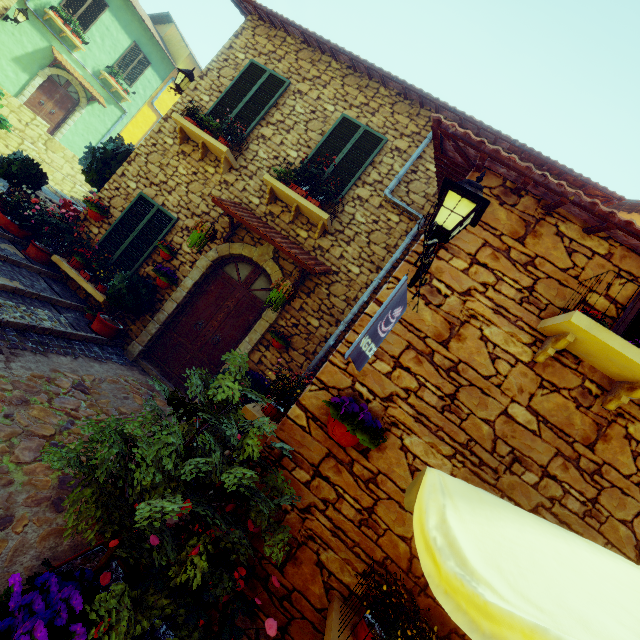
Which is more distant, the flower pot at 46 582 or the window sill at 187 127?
the window sill at 187 127

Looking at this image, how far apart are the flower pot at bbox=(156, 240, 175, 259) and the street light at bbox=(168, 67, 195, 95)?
3.5m

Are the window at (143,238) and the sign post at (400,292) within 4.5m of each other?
no

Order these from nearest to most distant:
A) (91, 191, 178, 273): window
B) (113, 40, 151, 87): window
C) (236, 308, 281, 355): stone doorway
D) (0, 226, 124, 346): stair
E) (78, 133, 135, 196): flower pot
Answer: (0, 226, 124, 346): stair, (236, 308, 281, 355): stone doorway, (91, 191, 178, 273): window, (78, 133, 135, 196): flower pot, (113, 40, 151, 87): window

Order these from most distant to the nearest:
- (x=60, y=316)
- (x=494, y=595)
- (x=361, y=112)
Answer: (x=361, y=112) < (x=60, y=316) < (x=494, y=595)

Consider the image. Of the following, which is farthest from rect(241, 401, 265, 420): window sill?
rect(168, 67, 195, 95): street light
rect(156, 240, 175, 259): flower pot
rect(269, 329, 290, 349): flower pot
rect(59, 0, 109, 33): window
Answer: rect(59, 0, 109, 33): window

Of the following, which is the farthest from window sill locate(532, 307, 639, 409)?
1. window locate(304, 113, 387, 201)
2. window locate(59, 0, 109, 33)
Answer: window locate(59, 0, 109, 33)

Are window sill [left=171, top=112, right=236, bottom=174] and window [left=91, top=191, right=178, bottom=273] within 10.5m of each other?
yes
